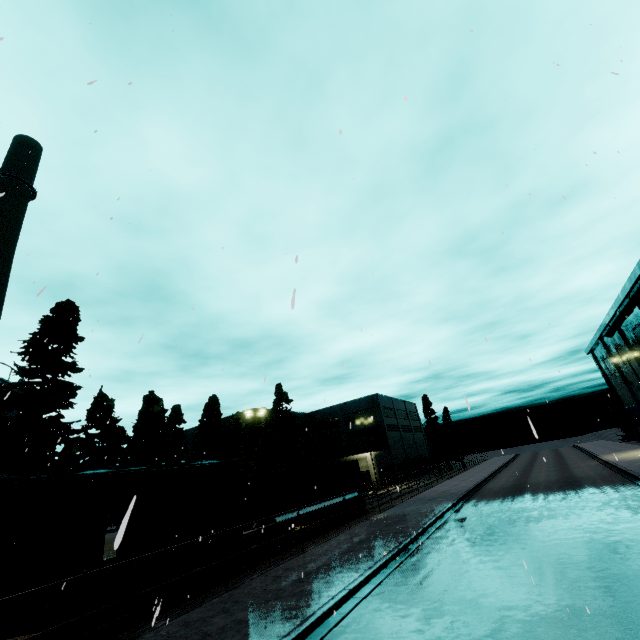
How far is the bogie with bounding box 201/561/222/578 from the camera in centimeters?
1407cm

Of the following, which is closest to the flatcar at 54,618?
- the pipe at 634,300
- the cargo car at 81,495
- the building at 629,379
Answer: the cargo car at 81,495

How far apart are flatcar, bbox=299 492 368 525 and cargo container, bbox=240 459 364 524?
0.02m

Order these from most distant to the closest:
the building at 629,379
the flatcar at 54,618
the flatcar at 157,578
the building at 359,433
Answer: the building at 359,433 < the building at 629,379 < the flatcar at 157,578 < the flatcar at 54,618

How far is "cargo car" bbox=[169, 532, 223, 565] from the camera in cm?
1283

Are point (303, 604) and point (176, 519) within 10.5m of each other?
yes

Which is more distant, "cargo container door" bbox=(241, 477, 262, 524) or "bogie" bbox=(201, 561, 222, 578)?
"cargo container door" bbox=(241, 477, 262, 524)
